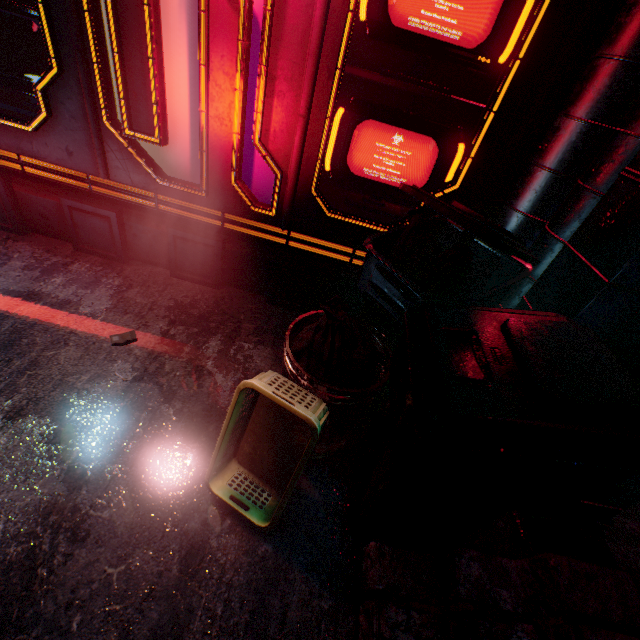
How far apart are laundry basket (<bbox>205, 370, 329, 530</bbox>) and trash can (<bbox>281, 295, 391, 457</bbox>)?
0.0m

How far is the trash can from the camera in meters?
1.2 m

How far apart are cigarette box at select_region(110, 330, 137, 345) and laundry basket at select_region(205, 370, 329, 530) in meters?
0.9 m

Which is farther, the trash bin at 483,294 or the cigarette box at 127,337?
the cigarette box at 127,337

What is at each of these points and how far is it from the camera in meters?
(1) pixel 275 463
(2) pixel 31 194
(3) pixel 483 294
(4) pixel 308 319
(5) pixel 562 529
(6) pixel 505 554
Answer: (1) laundry basket, 1.4 m
(2) storefront, 2.2 m
(3) trash bin, 1.3 m
(4) trash can, 1.5 m
(5) air duct, 1.3 m
(6) stairs, 1.2 m

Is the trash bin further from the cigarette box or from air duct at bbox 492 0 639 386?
the cigarette box

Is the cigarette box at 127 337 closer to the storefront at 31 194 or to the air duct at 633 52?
the storefront at 31 194

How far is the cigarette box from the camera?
1.8m
